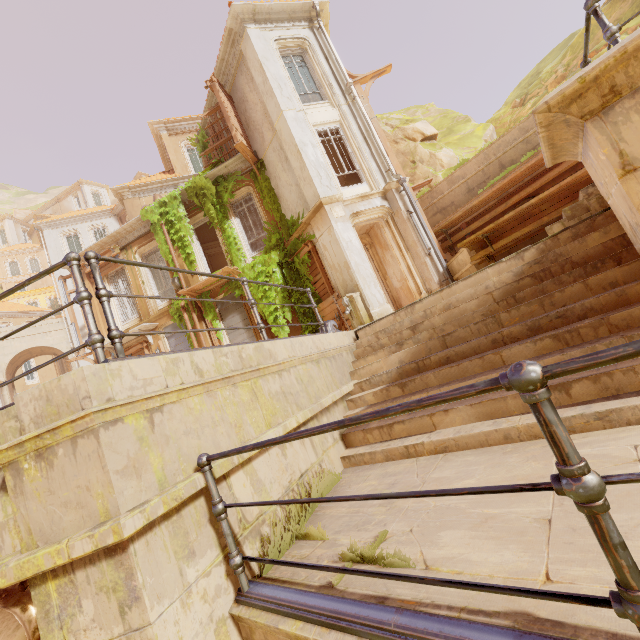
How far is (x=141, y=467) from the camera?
2.1 meters

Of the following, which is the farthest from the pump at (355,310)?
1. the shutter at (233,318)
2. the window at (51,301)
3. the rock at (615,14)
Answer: the window at (51,301)

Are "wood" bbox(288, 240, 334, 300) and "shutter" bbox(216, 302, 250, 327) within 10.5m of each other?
yes

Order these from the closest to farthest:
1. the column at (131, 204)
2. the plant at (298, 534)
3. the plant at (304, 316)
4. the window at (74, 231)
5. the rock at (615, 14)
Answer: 1. the plant at (298, 534)
2. the plant at (304, 316)
3. the rock at (615, 14)
4. the column at (131, 204)
5. the window at (74, 231)

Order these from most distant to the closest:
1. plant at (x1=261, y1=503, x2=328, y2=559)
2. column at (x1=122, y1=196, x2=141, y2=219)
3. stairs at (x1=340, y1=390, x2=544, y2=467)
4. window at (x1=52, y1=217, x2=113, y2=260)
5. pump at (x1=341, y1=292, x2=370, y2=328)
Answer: window at (x1=52, y1=217, x2=113, y2=260), column at (x1=122, y1=196, x2=141, y2=219), pump at (x1=341, y1=292, x2=370, y2=328), stairs at (x1=340, y1=390, x2=544, y2=467), plant at (x1=261, y1=503, x2=328, y2=559)

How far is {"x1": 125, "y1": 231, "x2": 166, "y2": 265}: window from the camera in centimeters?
1524cm

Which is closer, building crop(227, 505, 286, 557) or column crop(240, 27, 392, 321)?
building crop(227, 505, 286, 557)

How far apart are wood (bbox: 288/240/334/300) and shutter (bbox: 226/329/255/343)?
2.75m
